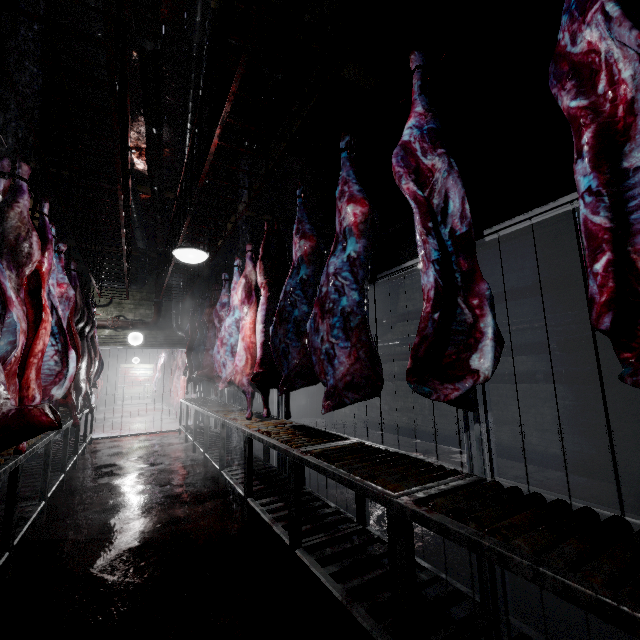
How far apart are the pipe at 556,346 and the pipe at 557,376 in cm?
11

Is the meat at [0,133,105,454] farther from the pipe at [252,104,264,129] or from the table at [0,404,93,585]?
the pipe at [252,104,264,129]

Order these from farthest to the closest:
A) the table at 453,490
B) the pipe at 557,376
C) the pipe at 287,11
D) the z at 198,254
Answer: the pipe at 557,376
the z at 198,254
the pipe at 287,11
the table at 453,490

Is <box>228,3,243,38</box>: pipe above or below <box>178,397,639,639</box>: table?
above

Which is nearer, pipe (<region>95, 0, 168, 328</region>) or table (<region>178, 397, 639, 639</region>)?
table (<region>178, 397, 639, 639</region>)

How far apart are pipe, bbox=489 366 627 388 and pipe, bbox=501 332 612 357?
0.1 meters

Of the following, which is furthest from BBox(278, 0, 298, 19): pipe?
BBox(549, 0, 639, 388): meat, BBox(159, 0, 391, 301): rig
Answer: BBox(549, 0, 639, 388): meat

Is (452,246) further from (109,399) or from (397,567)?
(109,399)
